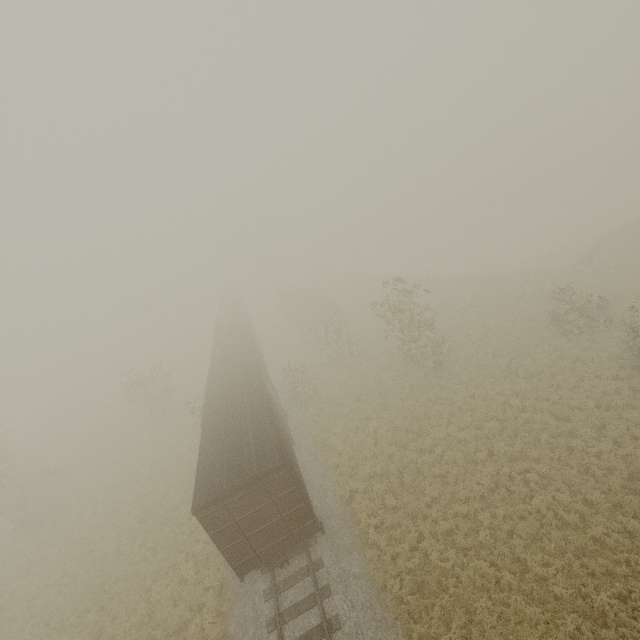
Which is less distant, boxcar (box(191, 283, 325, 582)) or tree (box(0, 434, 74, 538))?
boxcar (box(191, 283, 325, 582))

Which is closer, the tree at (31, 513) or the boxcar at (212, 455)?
the boxcar at (212, 455)

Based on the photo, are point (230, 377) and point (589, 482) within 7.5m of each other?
no

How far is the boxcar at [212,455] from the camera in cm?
1120

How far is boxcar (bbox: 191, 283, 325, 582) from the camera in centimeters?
1120cm
